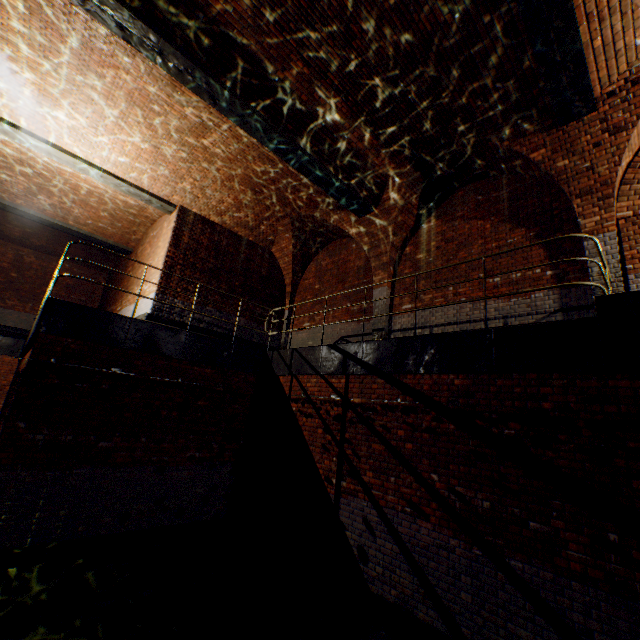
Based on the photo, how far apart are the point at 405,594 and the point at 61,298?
18.75m

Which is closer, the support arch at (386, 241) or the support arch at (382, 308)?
the support arch at (386, 241)

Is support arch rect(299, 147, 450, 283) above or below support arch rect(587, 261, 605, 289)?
above

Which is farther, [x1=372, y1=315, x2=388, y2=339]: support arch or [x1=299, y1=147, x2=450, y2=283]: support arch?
[x1=372, y1=315, x2=388, y2=339]: support arch

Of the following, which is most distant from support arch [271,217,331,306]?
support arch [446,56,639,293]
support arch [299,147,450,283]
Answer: support arch [446,56,639,293]

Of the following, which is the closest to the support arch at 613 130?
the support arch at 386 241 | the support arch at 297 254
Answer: the support arch at 386 241

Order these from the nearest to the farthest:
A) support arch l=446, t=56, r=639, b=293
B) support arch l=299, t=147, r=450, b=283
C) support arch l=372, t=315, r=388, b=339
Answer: support arch l=446, t=56, r=639, b=293, support arch l=299, t=147, r=450, b=283, support arch l=372, t=315, r=388, b=339
